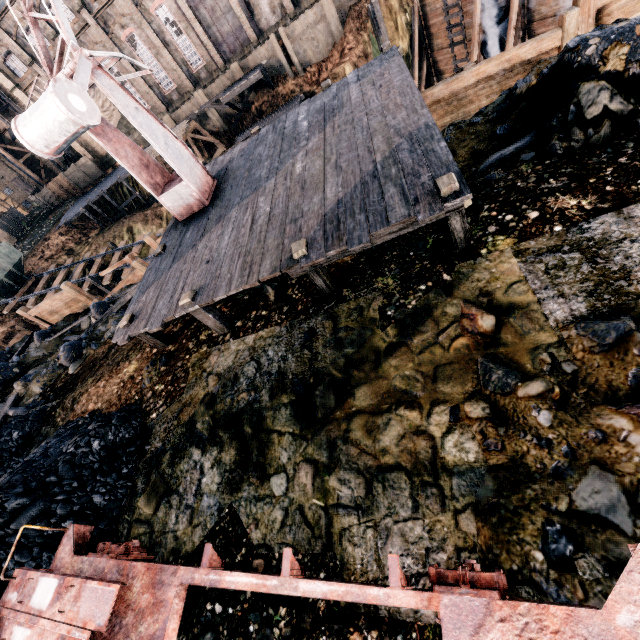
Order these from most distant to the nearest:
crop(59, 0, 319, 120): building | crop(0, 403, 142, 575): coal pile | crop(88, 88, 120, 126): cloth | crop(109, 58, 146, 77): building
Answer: crop(88, 88, 120, 126): cloth < crop(109, 58, 146, 77): building < crop(59, 0, 319, 120): building < crop(0, 403, 142, 575): coal pile

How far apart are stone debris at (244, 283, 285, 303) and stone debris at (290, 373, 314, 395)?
2.56m

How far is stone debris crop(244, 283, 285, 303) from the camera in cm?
817

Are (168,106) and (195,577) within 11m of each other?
no

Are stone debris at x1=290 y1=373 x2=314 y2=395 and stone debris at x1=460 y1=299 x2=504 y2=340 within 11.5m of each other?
yes

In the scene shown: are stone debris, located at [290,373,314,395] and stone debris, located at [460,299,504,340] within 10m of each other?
yes

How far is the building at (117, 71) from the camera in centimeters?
3522cm

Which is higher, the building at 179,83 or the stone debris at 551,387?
the building at 179,83
